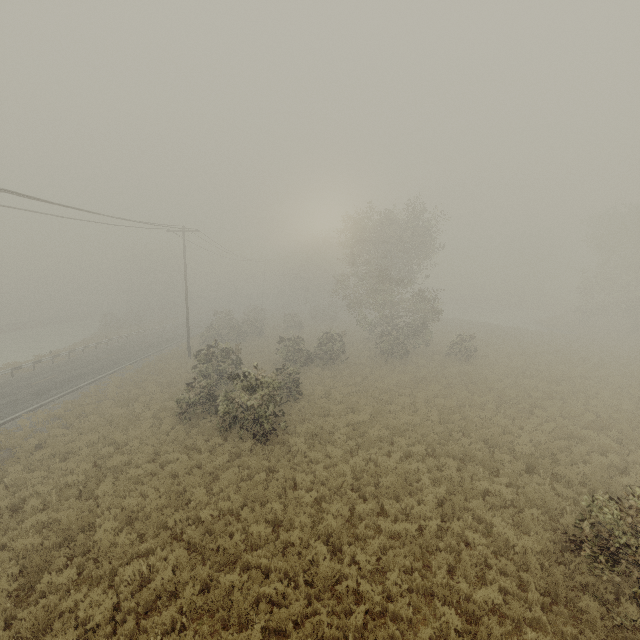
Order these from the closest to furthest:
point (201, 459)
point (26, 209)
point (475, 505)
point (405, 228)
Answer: point (475, 505) < point (201, 459) < point (26, 209) < point (405, 228)
